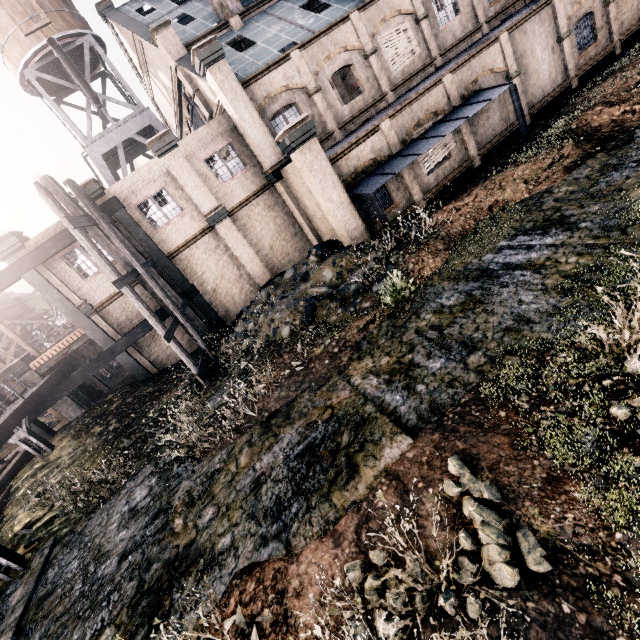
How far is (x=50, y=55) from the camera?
22.83m

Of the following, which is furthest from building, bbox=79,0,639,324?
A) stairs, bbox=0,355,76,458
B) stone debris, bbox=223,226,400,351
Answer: stairs, bbox=0,355,76,458

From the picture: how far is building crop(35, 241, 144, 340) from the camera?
17.28m

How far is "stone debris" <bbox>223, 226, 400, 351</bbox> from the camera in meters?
12.9 m

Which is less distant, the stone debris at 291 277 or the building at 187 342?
the stone debris at 291 277

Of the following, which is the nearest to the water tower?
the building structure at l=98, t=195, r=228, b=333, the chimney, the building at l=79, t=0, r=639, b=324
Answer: the building at l=79, t=0, r=639, b=324

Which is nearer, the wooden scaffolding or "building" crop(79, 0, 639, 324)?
the wooden scaffolding

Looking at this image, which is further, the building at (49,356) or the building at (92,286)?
the building at (49,356)
